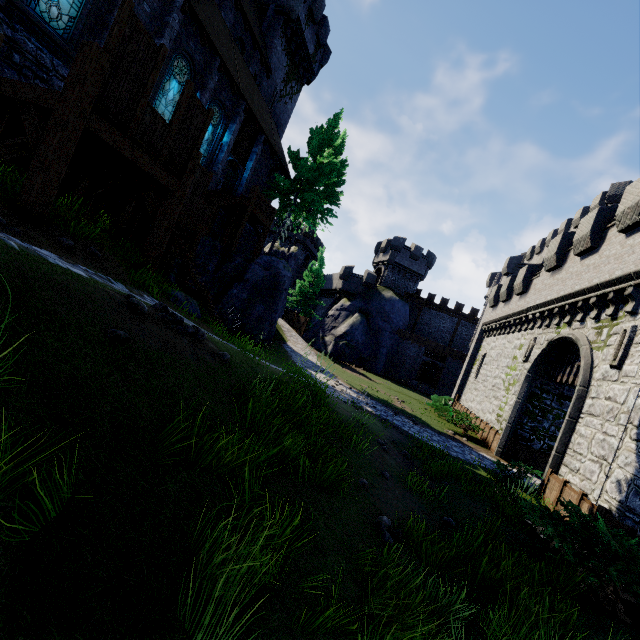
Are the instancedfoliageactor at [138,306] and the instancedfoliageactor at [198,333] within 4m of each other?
yes

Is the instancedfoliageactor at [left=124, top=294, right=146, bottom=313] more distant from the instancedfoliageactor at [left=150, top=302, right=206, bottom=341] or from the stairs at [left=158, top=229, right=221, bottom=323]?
the stairs at [left=158, top=229, right=221, bottom=323]

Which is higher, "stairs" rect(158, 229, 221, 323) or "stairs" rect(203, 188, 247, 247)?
"stairs" rect(203, 188, 247, 247)

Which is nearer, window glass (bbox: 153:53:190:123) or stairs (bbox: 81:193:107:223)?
stairs (bbox: 81:193:107:223)

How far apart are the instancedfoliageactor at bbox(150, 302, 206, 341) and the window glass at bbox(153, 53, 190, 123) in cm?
1402

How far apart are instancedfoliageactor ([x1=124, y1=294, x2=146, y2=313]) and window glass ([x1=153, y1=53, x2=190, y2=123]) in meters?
14.6

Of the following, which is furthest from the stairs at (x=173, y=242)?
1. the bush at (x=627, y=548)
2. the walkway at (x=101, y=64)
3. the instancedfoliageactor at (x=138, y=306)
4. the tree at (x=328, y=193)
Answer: the bush at (x=627, y=548)

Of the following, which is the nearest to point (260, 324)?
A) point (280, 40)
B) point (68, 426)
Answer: point (68, 426)
